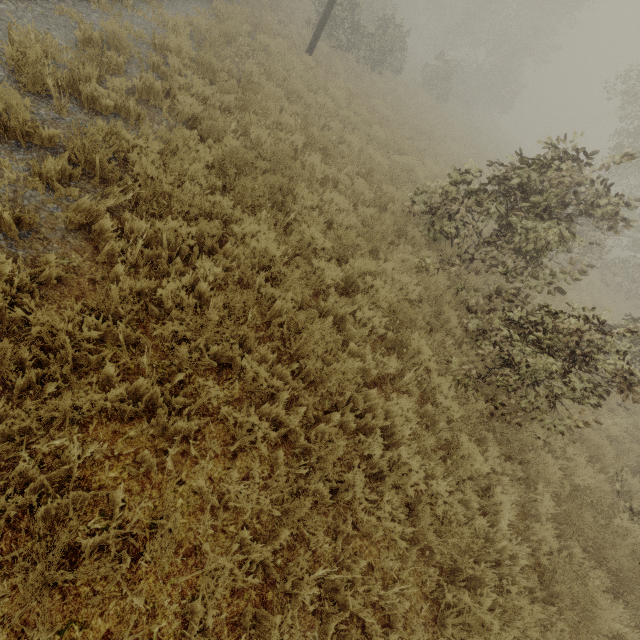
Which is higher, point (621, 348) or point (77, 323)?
point (621, 348)
